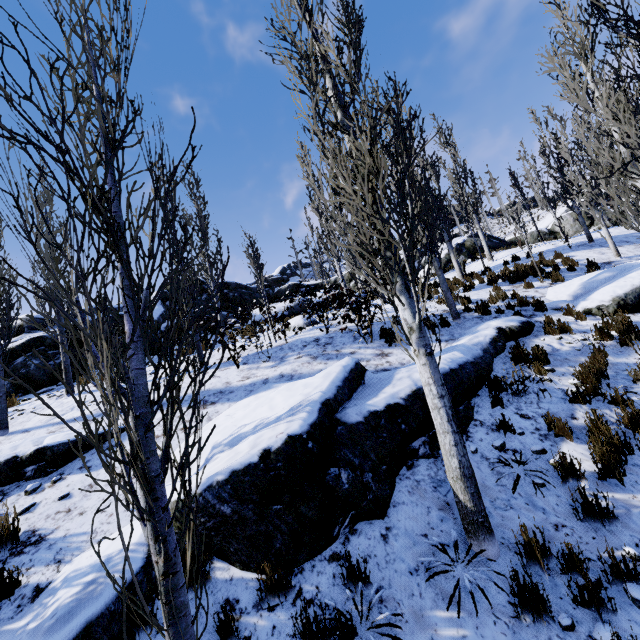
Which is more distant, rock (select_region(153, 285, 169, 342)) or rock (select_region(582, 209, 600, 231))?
rock (select_region(582, 209, 600, 231))

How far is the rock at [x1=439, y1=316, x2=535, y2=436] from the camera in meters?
5.4 m

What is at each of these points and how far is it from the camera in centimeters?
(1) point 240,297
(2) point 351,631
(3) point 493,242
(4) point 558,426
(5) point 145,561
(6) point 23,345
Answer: (1) rock, 2895cm
(2) instancedfoliageactor, 272cm
(3) rock, 2588cm
(4) instancedfoliageactor, 471cm
(5) rock, 349cm
(6) rock, 1148cm

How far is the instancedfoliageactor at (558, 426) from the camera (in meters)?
4.62

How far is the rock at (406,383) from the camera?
3.5m

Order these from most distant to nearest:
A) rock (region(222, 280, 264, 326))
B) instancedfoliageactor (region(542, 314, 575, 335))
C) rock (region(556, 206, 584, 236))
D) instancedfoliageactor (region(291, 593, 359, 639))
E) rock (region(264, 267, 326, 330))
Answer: rock (region(556, 206, 584, 236)) → rock (region(222, 280, 264, 326)) → rock (region(264, 267, 326, 330)) → instancedfoliageactor (region(542, 314, 575, 335)) → instancedfoliageactor (region(291, 593, 359, 639))

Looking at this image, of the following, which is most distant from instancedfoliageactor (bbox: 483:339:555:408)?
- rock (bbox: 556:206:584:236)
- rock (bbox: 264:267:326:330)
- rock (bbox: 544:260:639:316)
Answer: rock (bbox: 556:206:584:236)
